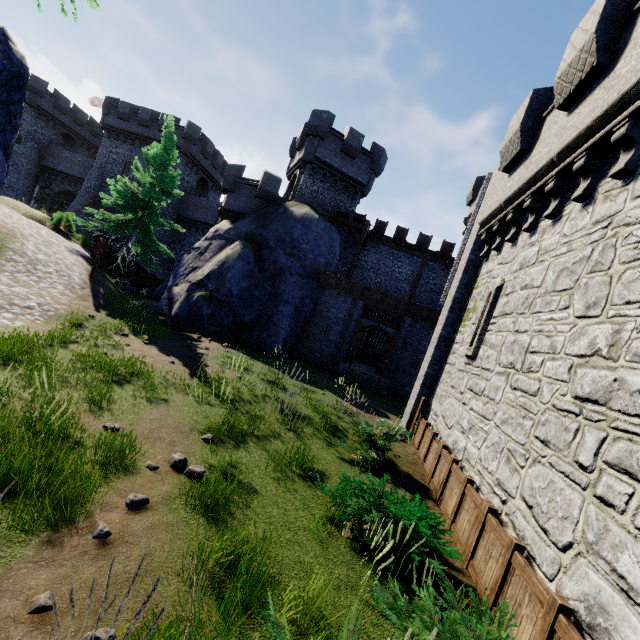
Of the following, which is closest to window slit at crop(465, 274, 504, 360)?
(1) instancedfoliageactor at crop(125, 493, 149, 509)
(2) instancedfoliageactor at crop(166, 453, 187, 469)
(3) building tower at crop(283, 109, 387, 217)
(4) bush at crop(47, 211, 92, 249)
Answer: (2) instancedfoliageactor at crop(166, 453, 187, 469)

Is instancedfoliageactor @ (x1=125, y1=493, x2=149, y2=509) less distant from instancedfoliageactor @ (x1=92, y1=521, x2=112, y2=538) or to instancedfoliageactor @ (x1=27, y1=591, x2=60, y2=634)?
instancedfoliageactor @ (x1=92, y1=521, x2=112, y2=538)

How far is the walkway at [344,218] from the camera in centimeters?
2388cm

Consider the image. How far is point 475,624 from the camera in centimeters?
285cm

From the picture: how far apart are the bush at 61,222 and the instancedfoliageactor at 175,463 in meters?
23.4 m

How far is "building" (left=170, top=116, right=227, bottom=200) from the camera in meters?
33.7

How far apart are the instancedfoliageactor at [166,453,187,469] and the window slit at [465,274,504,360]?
7.08m

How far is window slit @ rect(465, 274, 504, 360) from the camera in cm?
893
